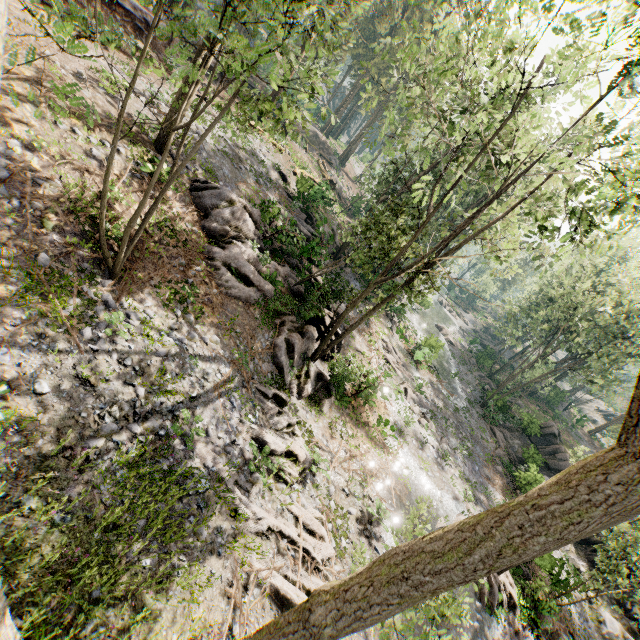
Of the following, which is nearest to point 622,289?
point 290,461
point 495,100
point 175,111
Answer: point 495,100

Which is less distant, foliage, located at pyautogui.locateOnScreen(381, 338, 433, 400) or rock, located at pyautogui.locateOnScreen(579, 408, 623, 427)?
foliage, located at pyautogui.locateOnScreen(381, 338, 433, 400)

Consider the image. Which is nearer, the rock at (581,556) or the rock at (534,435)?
the rock at (581,556)

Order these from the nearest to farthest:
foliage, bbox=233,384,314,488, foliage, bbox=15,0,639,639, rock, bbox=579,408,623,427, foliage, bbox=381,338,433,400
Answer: foliage, bbox=15,0,639,639, foliage, bbox=233,384,314,488, foliage, bbox=381,338,433,400, rock, bbox=579,408,623,427

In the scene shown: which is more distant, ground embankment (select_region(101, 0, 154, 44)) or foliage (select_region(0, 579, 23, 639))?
ground embankment (select_region(101, 0, 154, 44))

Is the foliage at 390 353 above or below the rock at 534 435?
below

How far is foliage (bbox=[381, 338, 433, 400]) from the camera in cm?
2538

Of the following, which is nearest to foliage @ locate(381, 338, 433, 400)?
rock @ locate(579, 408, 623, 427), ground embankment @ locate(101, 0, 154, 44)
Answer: ground embankment @ locate(101, 0, 154, 44)
